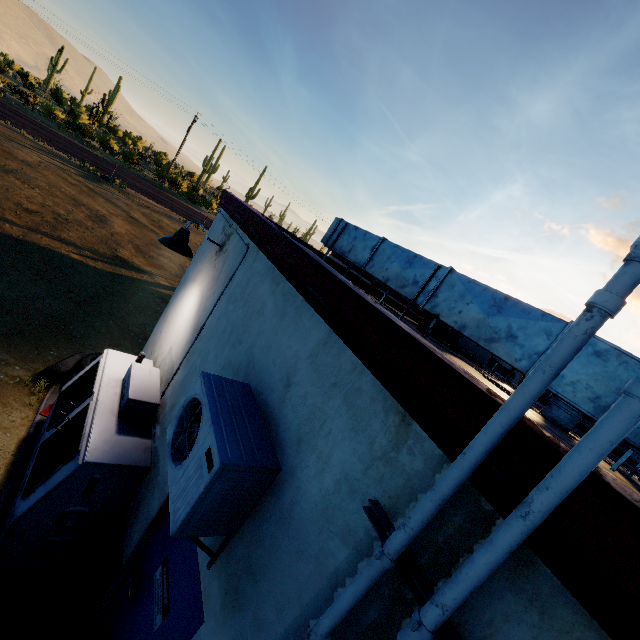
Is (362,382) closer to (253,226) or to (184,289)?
(253,226)

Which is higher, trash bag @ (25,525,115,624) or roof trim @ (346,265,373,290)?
roof trim @ (346,265,373,290)

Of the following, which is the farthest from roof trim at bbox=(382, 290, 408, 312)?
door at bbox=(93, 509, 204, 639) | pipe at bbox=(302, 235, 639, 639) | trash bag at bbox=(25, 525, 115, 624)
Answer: trash bag at bbox=(25, 525, 115, 624)

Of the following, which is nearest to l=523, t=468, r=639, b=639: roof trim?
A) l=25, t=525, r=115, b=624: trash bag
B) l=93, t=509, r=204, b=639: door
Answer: l=93, t=509, r=204, b=639: door

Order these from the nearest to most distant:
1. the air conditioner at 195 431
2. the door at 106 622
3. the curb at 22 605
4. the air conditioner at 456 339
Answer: the air conditioner at 195 431 → the door at 106 622 → the curb at 22 605 → the air conditioner at 456 339

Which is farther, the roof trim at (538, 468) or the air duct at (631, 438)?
the air duct at (631, 438)

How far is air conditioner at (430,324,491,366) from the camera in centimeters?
650cm

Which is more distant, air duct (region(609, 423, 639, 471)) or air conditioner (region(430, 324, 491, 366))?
air conditioner (region(430, 324, 491, 366))
